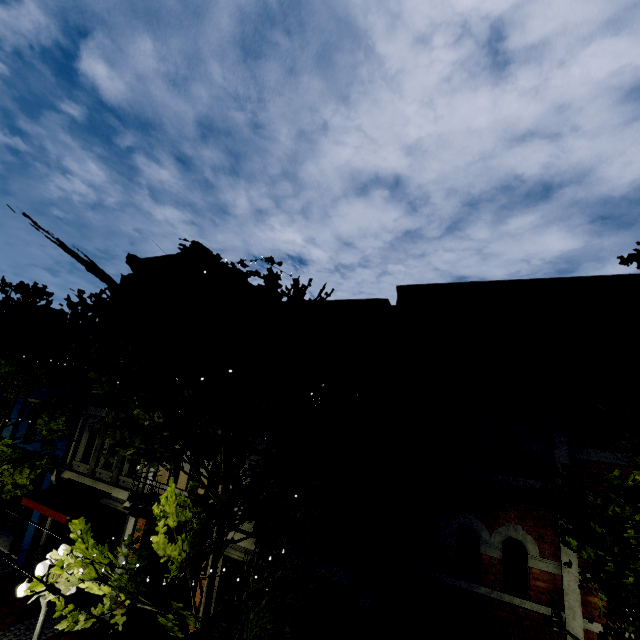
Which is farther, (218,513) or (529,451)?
(529,451)

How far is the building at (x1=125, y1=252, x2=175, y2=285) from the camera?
16.0m

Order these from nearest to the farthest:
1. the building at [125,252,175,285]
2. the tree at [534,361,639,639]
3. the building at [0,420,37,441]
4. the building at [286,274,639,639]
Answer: the tree at [534,361,639,639] < the building at [286,274,639,639] < the building at [125,252,175,285] < the building at [0,420,37,441]

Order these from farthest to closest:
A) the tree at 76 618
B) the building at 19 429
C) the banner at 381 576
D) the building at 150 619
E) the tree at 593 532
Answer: the building at 19 429, the building at 150 619, the banner at 381 576, the tree at 76 618, the tree at 593 532

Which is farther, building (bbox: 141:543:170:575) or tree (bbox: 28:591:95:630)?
building (bbox: 141:543:170:575)

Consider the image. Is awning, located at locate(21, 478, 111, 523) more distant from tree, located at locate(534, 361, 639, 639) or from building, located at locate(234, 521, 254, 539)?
tree, located at locate(534, 361, 639, 639)

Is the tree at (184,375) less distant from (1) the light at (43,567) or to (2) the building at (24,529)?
(2) the building at (24,529)
